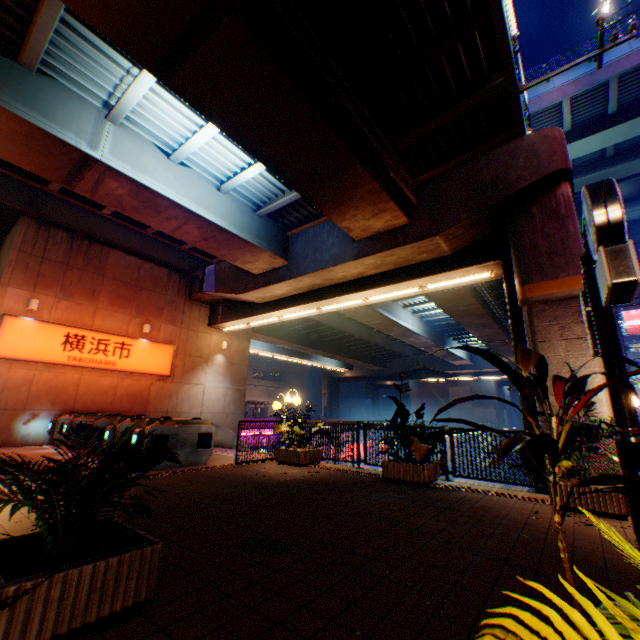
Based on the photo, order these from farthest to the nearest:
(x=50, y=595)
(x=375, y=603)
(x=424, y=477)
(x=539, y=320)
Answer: (x=539, y=320), (x=424, y=477), (x=375, y=603), (x=50, y=595)

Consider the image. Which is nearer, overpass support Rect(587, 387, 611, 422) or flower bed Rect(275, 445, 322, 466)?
overpass support Rect(587, 387, 611, 422)

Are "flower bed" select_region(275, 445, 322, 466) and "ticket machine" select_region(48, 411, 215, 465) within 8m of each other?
yes

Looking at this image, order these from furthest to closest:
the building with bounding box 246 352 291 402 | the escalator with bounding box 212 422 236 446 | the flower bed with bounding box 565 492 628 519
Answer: the building with bounding box 246 352 291 402
the escalator with bounding box 212 422 236 446
the flower bed with bounding box 565 492 628 519

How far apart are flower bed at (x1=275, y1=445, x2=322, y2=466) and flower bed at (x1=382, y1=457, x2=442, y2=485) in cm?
248

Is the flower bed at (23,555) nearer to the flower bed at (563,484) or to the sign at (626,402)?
the sign at (626,402)

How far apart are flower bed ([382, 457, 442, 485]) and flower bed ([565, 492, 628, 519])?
2.2 meters

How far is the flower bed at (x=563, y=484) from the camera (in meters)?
5.56
